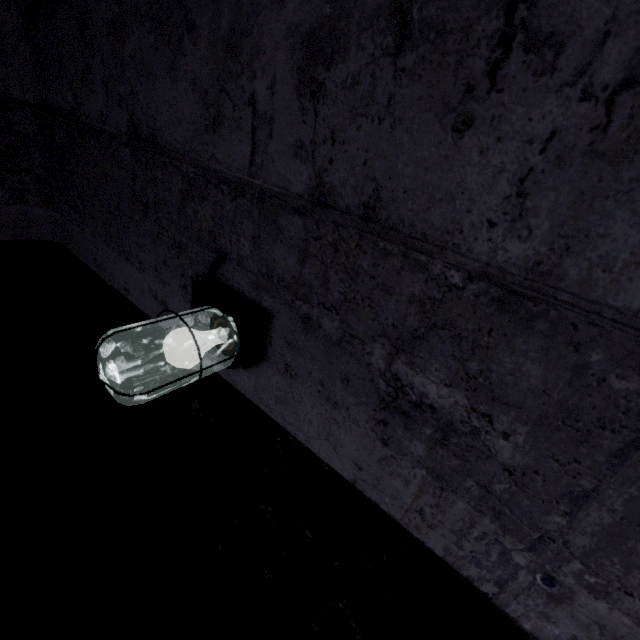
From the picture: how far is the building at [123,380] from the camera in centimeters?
137cm

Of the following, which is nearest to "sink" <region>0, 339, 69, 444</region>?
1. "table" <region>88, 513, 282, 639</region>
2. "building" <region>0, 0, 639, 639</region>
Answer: "building" <region>0, 0, 639, 639</region>

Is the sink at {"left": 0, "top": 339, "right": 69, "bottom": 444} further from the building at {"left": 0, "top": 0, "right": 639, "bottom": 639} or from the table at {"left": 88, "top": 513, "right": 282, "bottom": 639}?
the table at {"left": 88, "top": 513, "right": 282, "bottom": 639}

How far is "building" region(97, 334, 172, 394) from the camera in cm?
137

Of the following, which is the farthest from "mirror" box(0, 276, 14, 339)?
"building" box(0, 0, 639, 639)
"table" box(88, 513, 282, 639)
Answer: "table" box(88, 513, 282, 639)

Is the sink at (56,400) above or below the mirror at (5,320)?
below

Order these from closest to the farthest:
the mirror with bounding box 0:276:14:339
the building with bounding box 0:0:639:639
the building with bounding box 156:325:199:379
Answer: the building with bounding box 0:0:639:639 < the building with bounding box 156:325:199:379 < the mirror with bounding box 0:276:14:339

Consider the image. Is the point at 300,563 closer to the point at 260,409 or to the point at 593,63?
the point at 260,409
